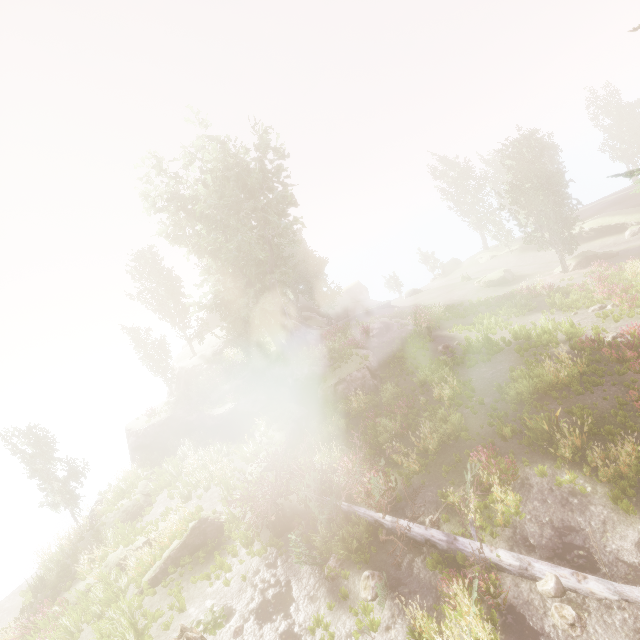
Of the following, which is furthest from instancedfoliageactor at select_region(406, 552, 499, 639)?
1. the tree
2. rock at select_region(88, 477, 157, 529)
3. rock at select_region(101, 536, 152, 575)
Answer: rock at select_region(101, 536, 152, 575)

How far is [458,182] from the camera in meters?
47.6 m

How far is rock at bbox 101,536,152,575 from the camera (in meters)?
15.22

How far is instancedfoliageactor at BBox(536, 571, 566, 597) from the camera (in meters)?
7.82

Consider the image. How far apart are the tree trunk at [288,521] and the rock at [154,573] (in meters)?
1.88

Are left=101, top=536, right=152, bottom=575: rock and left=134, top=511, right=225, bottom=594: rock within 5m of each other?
yes

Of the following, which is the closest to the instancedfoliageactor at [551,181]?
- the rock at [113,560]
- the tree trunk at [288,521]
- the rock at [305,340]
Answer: the rock at [305,340]

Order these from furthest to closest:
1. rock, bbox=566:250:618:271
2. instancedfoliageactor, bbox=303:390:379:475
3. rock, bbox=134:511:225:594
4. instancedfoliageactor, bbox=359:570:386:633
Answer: rock, bbox=566:250:618:271 → instancedfoliageactor, bbox=303:390:379:475 → rock, bbox=134:511:225:594 → instancedfoliageactor, bbox=359:570:386:633
